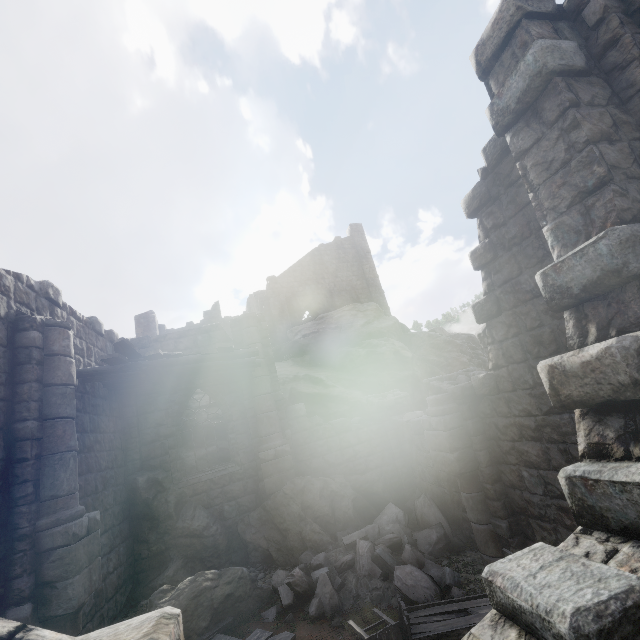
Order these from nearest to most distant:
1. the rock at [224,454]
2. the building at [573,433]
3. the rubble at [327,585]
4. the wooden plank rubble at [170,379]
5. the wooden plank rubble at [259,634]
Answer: the building at [573,433]
the wooden plank rubble at [259,634]
the rubble at [327,585]
the wooden plank rubble at [170,379]
the rock at [224,454]

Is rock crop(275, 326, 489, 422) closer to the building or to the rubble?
the building

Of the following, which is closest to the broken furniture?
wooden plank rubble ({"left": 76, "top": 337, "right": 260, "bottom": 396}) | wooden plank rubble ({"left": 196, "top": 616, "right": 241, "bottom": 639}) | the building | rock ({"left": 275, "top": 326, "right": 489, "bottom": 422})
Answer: wooden plank rubble ({"left": 196, "top": 616, "right": 241, "bottom": 639})

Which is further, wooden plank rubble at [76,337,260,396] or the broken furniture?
wooden plank rubble at [76,337,260,396]

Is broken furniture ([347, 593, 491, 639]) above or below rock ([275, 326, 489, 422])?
below

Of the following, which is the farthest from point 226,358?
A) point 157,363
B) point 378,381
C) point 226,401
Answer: point 378,381

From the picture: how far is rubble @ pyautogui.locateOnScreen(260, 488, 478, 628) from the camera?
6.45m

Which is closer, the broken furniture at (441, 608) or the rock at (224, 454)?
the broken furniture at (441, 608)
